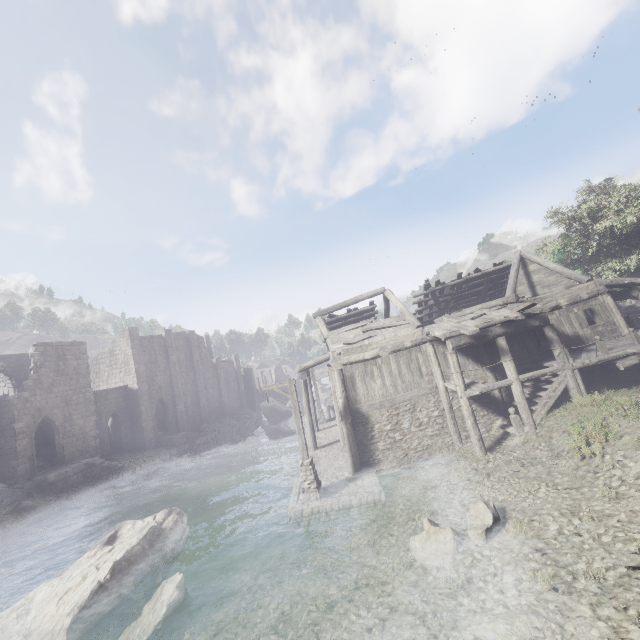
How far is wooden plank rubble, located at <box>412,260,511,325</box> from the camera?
21.88m

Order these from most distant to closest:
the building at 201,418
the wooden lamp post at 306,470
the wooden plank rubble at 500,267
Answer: the building at 201,418 → the wooden plank rubble at 500,267 → the wooden lamp post at 306,470

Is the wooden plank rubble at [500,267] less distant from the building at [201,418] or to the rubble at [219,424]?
the building at [201,418]

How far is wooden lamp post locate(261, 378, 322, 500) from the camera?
13.68m

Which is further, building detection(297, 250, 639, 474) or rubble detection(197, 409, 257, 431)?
rubble detection(197, 409, 257, 431)

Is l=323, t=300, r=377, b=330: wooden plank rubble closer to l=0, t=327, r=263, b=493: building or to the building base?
l=0, t=327, r=263, b=493: building

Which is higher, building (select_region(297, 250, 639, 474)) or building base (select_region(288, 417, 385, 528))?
building (select_region(297, 250, 639, 474))

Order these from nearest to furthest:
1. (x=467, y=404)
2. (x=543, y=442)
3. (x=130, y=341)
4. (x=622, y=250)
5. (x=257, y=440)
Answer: (x=543, y=442)
(x=467, y=404)
(x=622, y=250)
(x=130, y=341)
(x=257, y=440)
